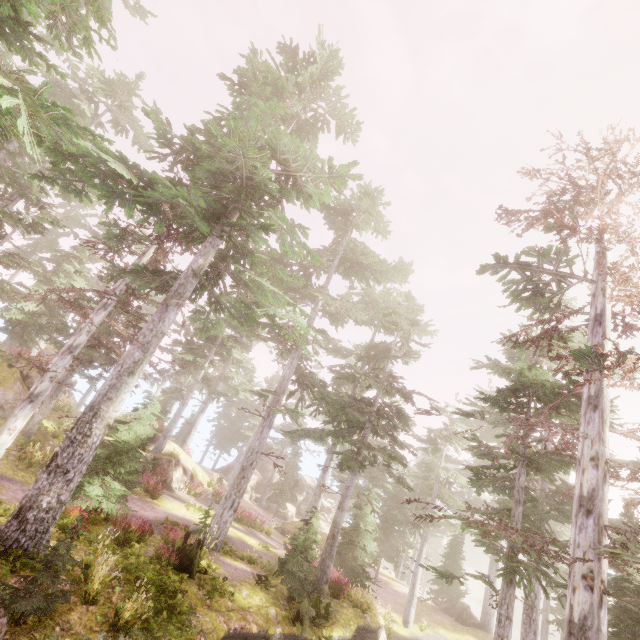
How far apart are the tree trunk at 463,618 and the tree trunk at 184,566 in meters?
28.4

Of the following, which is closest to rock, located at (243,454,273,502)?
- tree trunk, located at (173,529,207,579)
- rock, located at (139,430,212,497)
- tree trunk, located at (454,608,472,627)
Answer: rock, located at (139,430,212,497)

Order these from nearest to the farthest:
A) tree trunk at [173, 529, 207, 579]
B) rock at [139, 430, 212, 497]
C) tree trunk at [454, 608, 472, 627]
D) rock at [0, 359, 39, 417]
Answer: tree trunk at [173, 529, 207, 579], rock at [0, 359, 39, 417], rock at [139, 430, 212, 497], tree trunk at [454, 608, 472, 627]

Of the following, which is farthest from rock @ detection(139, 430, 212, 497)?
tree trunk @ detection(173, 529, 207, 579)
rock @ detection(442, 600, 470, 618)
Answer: rock @ detection(442, 600, 470, 618)

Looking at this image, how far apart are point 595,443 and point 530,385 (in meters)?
3.84

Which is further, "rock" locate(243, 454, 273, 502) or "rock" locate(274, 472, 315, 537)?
"rock" locate(243, 454, 273, 502)

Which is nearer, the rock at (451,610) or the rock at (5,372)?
the rock at (5,372)

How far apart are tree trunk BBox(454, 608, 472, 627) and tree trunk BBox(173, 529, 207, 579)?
28.41m
